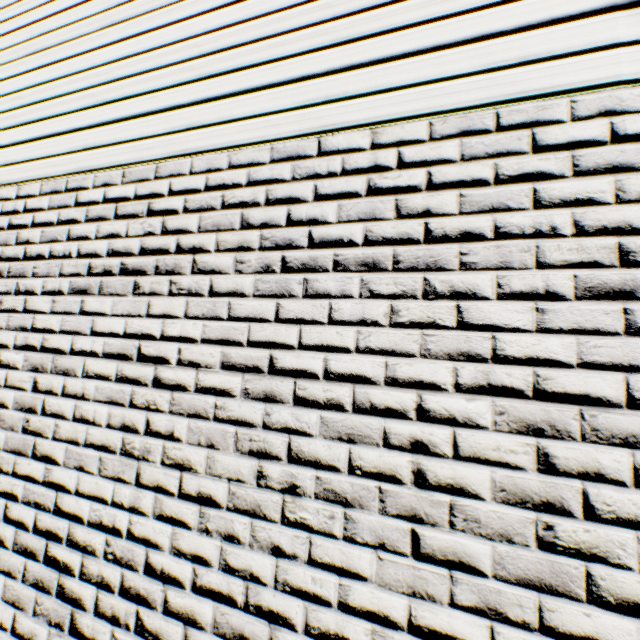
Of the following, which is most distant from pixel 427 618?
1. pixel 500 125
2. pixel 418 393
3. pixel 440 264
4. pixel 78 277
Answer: pixel 78 277
